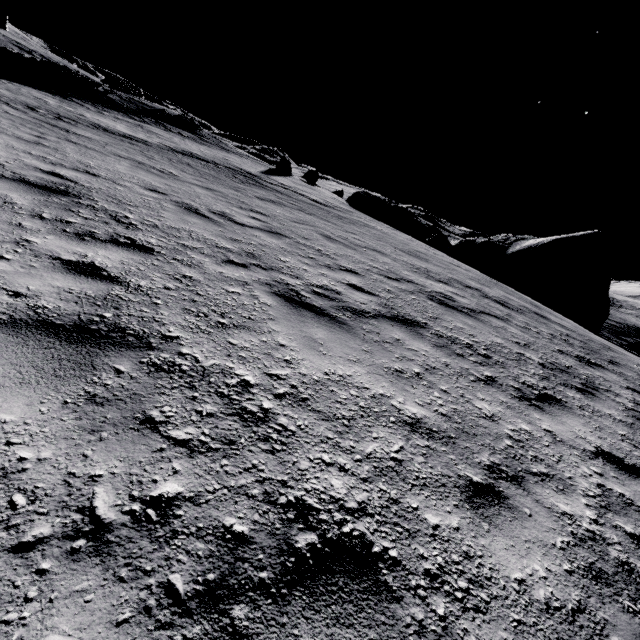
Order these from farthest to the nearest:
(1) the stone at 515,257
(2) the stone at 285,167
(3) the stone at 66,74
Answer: (2) the stone at 285,167
(3) the stone at 66,74
(1) the stone at 515,257

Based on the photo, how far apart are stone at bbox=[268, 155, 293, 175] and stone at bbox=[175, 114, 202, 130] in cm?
1122

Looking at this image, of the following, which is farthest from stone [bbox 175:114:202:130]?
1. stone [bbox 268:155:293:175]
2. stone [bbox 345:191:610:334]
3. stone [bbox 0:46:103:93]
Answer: stone [bbox 345:191:610:334]

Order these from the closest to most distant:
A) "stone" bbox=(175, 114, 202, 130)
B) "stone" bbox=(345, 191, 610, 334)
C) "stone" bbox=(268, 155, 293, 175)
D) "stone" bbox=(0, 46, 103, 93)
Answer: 1. "stone" bbox=(345, 191, 610, 334)
2. "stone" bbox=(0, 46, 103, 93)
3. "stone" bbox=(268, 155, 293, 175)
4. "stone" bbox=(175, 114, 202, 130)

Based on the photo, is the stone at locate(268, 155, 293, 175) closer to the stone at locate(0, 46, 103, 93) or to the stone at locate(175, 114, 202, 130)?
the stone at locate(175, 114, 202, 130)

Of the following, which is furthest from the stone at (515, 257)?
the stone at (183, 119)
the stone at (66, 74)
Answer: the stone at (66, 74)

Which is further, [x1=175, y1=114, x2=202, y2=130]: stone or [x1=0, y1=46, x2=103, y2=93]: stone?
[x1=175, y1=114, x2=202, y2=130]: stone

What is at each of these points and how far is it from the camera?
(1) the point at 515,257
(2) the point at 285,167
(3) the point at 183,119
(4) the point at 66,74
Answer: (1) stone, 24.0 meters
(2) stone, 27.1 meters
(3) stone, 32.1 meters
(4) stone, 25.3 meters
